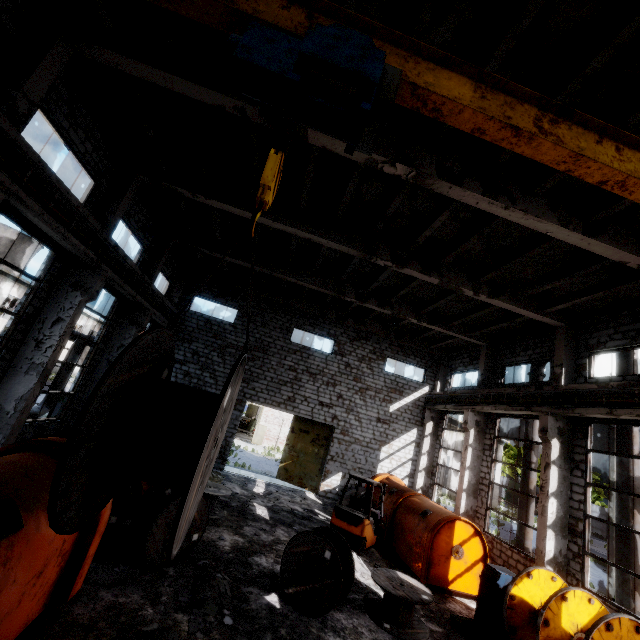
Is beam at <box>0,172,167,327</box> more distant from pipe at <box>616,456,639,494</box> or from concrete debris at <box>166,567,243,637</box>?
pipe at <box>616,456,639,494</box>

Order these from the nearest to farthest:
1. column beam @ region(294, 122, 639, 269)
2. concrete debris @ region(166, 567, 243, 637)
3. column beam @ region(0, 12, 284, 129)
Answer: concrete debris @ region(166, 567, 243, 637) < column beam @ region(0, 12, 284, 129) < column beam @ region(294, 122, 639, 269)

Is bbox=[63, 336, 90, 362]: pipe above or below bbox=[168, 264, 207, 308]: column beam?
below

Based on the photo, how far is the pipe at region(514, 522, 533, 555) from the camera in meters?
13.2

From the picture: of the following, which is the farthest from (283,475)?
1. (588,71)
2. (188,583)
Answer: (588,71)

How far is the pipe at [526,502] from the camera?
13.6m

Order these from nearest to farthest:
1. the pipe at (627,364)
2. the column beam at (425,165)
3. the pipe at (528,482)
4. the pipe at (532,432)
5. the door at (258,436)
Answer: the column beam at (425,165), the pipe at (627,364), the pipe at (528,482), the pipe at (532,432), the door at (258,436)
